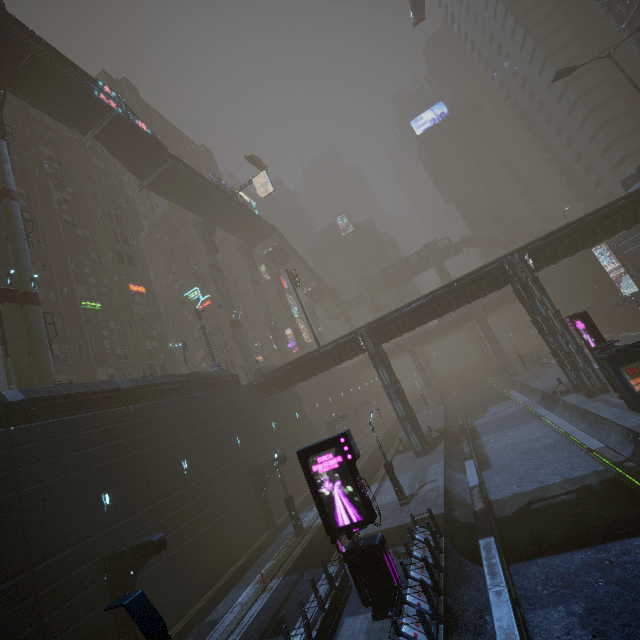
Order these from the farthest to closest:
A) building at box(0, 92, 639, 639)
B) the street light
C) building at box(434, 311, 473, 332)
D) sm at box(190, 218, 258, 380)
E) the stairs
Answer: building at box(434, 311, 473, 332) < sm at box(190, 218, 258, 380) < the stairs < building at box(0, 92, 639, 639) < the street light

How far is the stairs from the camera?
32.7 meters

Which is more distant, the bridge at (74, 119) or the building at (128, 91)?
the building at (128, 91)

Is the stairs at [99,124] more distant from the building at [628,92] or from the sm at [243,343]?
the sm at [243,343]

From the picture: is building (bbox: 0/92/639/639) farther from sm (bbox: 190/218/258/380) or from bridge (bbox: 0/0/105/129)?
sm (bbox: 190/218/258/380)

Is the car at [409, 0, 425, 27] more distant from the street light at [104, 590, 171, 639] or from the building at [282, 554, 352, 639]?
the street light at [104, 590, 171, 639]

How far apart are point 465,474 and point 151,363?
32.40m

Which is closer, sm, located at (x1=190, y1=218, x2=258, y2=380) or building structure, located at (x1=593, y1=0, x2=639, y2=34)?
building structure, located at (x1=593, y1=0, x2=639, y2=34)
